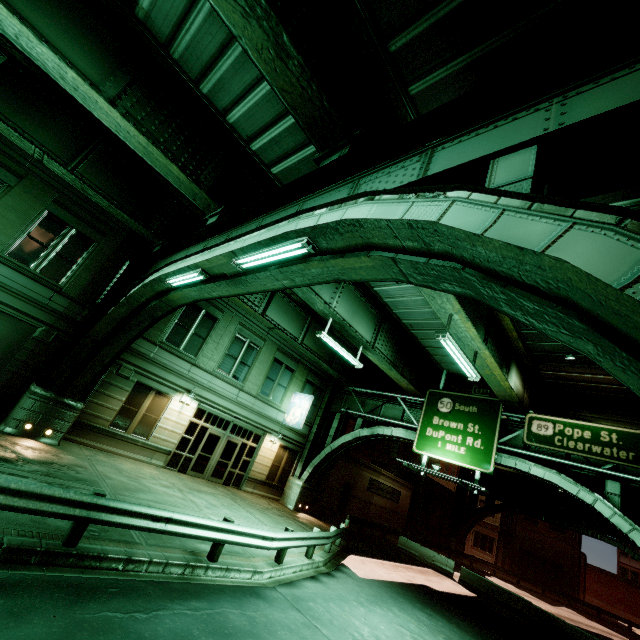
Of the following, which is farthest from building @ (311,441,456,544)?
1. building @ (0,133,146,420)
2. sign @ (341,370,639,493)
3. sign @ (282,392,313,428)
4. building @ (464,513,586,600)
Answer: building @ (0,133,146,420)

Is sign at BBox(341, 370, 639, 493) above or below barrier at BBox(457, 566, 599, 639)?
above

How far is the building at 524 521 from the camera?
41.91m

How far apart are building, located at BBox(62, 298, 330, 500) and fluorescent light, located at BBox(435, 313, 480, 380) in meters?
→ 13.1

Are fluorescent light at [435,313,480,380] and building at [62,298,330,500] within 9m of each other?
no

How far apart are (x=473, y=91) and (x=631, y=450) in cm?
1547

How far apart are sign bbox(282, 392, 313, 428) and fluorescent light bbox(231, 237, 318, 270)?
15.73m

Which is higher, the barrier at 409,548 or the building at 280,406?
the building at 280,406
